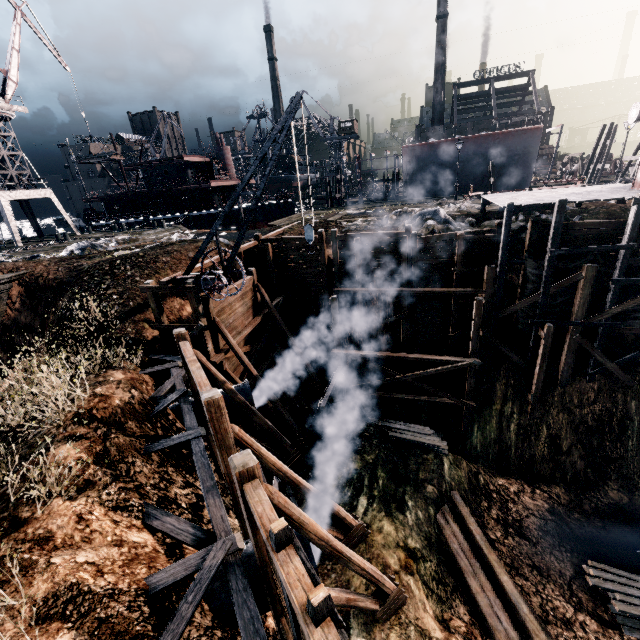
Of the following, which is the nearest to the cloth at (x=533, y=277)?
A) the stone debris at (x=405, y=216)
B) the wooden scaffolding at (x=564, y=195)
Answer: the wooden scaffolding at (x=564, y=195)

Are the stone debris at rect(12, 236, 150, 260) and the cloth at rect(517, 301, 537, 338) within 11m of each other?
no

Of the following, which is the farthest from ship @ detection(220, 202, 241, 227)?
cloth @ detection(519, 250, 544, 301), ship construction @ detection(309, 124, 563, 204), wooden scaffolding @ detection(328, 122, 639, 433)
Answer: cloth @ detection(519, 250, 544, 301)

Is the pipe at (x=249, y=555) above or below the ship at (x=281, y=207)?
below

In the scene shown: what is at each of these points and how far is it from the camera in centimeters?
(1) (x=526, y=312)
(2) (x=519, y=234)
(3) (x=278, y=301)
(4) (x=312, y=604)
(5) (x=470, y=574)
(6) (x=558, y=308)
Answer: (1) cloth, 1836cm
(2) stone debris, 1942cm
(3) wooden scaffolding, 2155cm
(4) ladder, 354cm
(5) wood pile, 1327cm
(6) cloth, 1786cm

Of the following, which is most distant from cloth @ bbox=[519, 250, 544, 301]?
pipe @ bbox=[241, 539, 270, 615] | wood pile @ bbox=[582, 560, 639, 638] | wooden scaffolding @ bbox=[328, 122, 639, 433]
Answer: pipe @ bbox=[241, 539, 270, 615]

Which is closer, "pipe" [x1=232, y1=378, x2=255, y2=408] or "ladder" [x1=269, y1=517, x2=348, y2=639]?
"ladder" [x1=269, y1=517, x2=348, y2=639]

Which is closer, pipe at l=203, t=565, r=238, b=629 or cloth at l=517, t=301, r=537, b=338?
pipe at l=203, t=565, r=238, b=629
